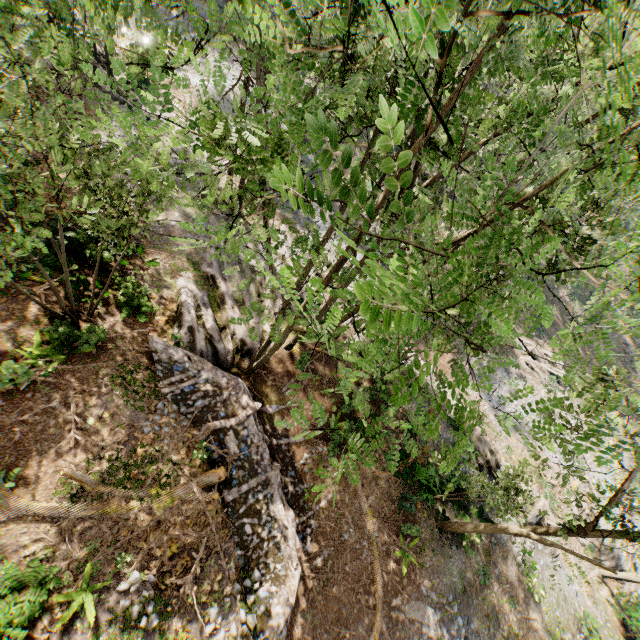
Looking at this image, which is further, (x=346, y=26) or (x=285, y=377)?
(x=285, y=377)

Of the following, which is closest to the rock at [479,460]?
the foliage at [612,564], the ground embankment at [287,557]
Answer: the foliage at [612,564]

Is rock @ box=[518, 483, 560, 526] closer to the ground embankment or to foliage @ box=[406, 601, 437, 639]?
foliage @ box=[406, 601, 437, 639]

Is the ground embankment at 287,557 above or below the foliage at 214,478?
below

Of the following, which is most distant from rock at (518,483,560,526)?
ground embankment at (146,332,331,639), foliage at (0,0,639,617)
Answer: ground embankment at (146,332,331,639)

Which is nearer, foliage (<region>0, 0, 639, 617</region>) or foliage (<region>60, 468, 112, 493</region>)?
foliage (<region>0, 0, 639, 617</region>)
